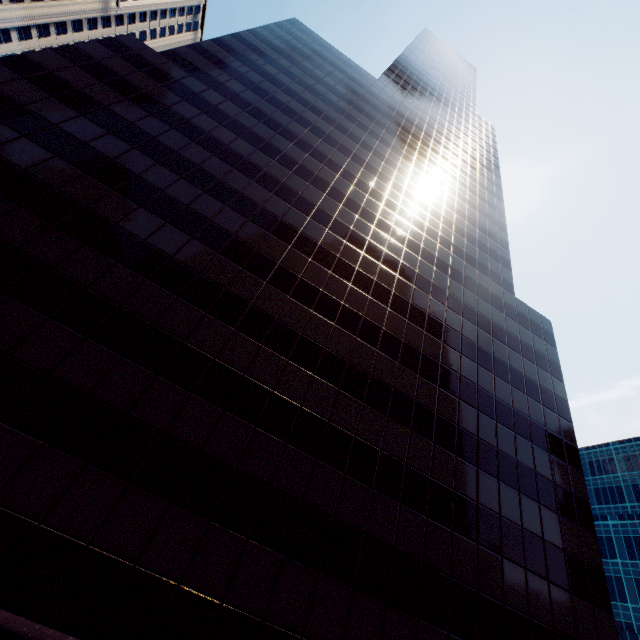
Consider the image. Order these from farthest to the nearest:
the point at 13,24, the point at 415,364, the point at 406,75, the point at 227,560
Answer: the point at 406,75 < the point at 13,24 < the point at 415,364 < the point at 227,560
